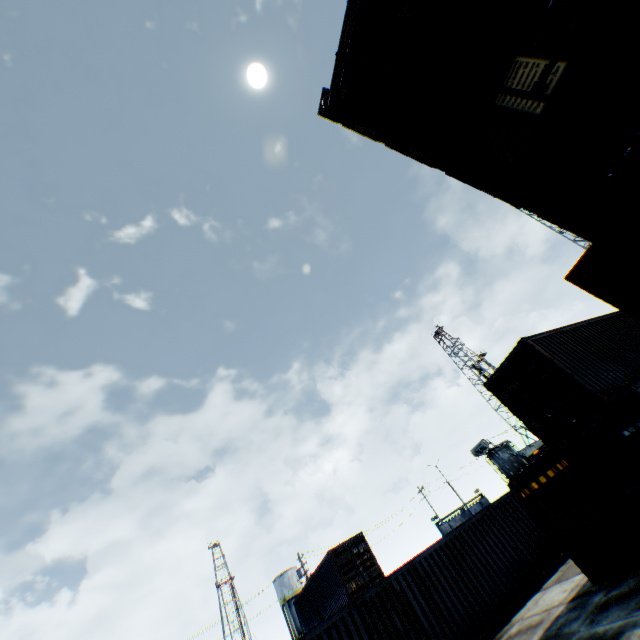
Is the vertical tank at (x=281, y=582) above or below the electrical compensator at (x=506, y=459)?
above

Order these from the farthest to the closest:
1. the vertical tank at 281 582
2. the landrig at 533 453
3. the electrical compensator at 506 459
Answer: the landrig at 533 453, the vertical tank at 281 582, the electrical compensator at 506 459

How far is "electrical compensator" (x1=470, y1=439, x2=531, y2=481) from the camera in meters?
27.4

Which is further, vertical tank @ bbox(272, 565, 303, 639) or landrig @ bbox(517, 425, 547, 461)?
landrig @ bbox(517, 425, 547, 461)

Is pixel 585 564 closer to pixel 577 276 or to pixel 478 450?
pixel 577 276

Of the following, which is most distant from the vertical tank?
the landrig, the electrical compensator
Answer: the landrig

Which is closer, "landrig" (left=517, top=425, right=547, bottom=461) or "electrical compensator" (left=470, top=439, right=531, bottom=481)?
"electrical compensator" (left=470, top=439, right=531, bottom=481)

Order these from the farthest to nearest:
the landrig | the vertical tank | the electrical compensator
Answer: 1. the landrig
2. the vertical tank
3. the electrical compensator
